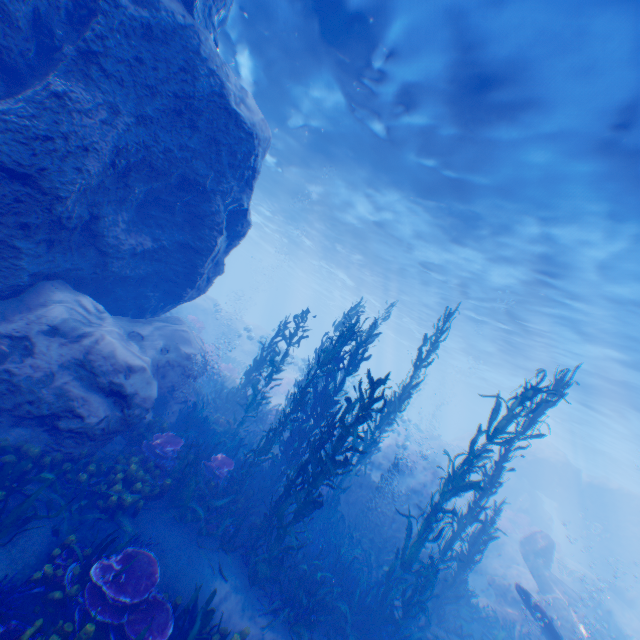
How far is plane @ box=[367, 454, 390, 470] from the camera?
21.95m

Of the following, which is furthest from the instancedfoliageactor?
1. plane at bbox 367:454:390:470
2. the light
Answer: the light

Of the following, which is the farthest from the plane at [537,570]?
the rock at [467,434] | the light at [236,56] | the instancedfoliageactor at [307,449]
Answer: the rock at [467,434]

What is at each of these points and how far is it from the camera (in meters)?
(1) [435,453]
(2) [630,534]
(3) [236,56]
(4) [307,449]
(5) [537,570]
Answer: (1) rock, 29.25
(2) rock, 26.98
(3) light, 12.20
(4) instancedfoliageactor, 9.38
(5) plane, 15.81

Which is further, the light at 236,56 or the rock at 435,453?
the rock at 435,453

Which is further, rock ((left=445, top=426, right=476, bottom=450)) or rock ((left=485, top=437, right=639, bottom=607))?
rock ((left=445, top=426, right=476, bottom=450))

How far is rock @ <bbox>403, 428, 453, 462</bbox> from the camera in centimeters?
2328cm
